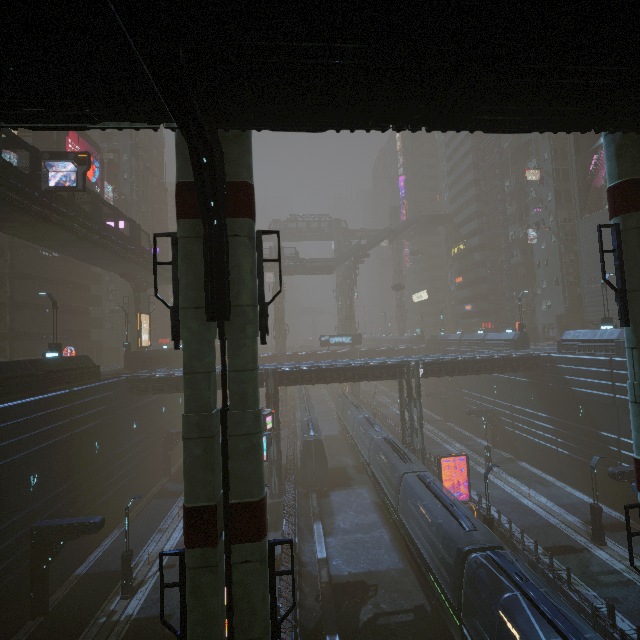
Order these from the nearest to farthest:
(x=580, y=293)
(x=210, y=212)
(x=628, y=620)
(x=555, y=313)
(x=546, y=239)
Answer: (x=210, y=212) < (x=628, y=620) < (x=580, y=293) < (x=555, y=313) < (x=546, y=239)

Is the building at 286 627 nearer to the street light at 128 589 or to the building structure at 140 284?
the street light at 128 589

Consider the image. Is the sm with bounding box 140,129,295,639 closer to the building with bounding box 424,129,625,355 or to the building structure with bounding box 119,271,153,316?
the building with bounding box 424,129,625,355

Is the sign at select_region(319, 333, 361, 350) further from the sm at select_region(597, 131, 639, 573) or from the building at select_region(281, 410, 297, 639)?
the sm at select_region(597, 131, 639, 573)

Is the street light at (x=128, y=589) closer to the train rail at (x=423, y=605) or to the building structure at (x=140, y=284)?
the train rail at (x=423, y=605)

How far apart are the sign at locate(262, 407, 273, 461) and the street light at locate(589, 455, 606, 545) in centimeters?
2153cm

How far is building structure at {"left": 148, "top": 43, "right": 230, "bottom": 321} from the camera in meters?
5.8

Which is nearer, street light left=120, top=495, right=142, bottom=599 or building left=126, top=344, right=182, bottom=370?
street light left=120, top=495, right=142, bottom=599
